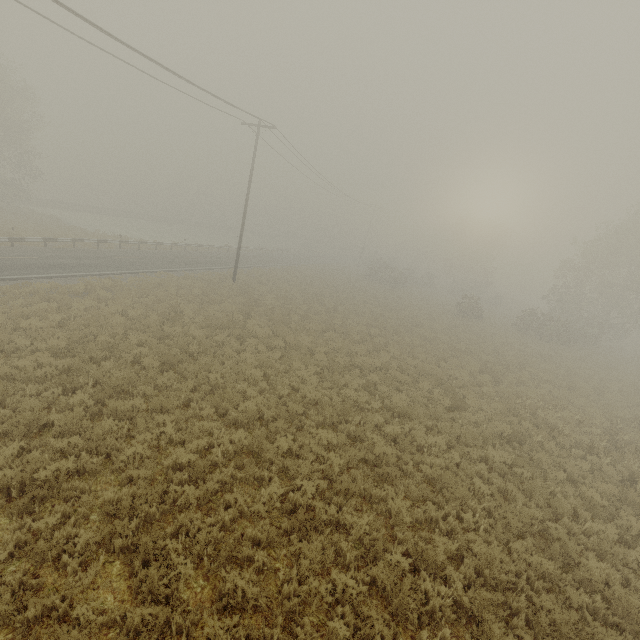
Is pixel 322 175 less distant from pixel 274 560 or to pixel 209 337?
pixel 209 337

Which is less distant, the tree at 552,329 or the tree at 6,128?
the tree at 6,128

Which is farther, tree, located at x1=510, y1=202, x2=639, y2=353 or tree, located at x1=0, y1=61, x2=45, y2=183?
tree, located at x1=510, y1=202, x2=639, y2=353
